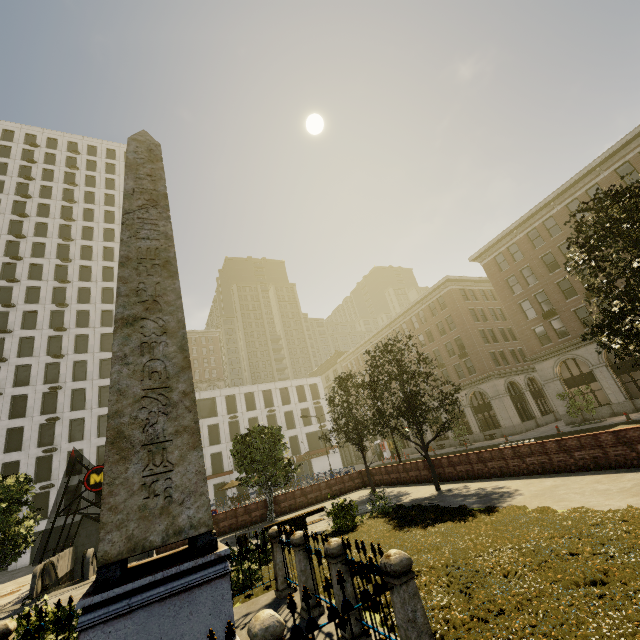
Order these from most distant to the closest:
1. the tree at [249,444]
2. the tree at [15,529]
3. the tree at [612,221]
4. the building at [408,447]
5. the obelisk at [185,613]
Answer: the building at [408,447]
the tree at [249,444]
the tree at [15,529]
the tree at [612,221]
the obelisk at [185,613]

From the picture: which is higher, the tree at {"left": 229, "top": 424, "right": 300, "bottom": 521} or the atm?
the tree at {"left": 229, "top": 424, "right": 300, "bottom": 521}

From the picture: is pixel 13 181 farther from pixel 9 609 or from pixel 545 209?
pixel 545 209

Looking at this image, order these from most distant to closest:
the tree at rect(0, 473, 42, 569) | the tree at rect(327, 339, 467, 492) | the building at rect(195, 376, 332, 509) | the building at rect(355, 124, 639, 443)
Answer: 1. the building at rect(195, 376, 332, 509)
2. the building at rect(355, 124, 639, 443)
3. the tree at rect(327, 339, 467, 492)
4. the tree at rect(0, 473, 42, 569)

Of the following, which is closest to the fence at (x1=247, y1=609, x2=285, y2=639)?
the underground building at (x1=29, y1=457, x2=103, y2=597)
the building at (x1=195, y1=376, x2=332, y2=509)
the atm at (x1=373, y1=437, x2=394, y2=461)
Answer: the underground building at (x1=29, y1=457, x2=103, y2=597)

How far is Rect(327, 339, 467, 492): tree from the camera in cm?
1611

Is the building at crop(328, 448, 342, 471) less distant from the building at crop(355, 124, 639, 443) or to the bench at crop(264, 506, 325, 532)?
the building at crop(355, 124, 639, 443)

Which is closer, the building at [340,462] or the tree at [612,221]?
the tree at [612,221]
